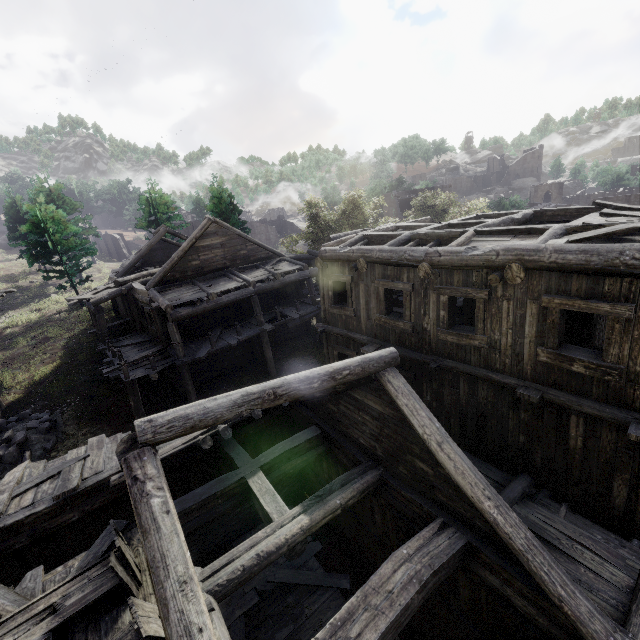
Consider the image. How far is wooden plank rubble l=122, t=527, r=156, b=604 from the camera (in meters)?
5.32

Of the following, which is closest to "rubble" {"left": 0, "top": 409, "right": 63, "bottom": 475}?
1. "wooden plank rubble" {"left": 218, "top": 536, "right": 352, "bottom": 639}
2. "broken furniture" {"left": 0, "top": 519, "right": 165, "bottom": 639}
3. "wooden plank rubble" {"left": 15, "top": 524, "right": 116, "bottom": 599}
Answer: "wooden plank rubble" {"left": 218, "top": 536, "right": 352, "bottom": 639}

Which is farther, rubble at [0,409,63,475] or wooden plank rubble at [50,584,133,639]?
rubble at [0,409,63,475]

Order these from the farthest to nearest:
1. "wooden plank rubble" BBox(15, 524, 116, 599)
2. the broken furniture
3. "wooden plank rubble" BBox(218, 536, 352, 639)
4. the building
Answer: "wooden plank rubble" BBox(218, 536, 352, 639) < "wooden plank rubble" BBox(15, 524, 116, 599) < the building < the broken furniture

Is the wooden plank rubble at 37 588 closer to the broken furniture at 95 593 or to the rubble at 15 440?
the broken furniture at 95 593

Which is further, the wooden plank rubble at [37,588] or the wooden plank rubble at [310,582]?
the wooden plank rubble at [310,582]

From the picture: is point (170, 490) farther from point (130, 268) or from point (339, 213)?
point (339, 213)
